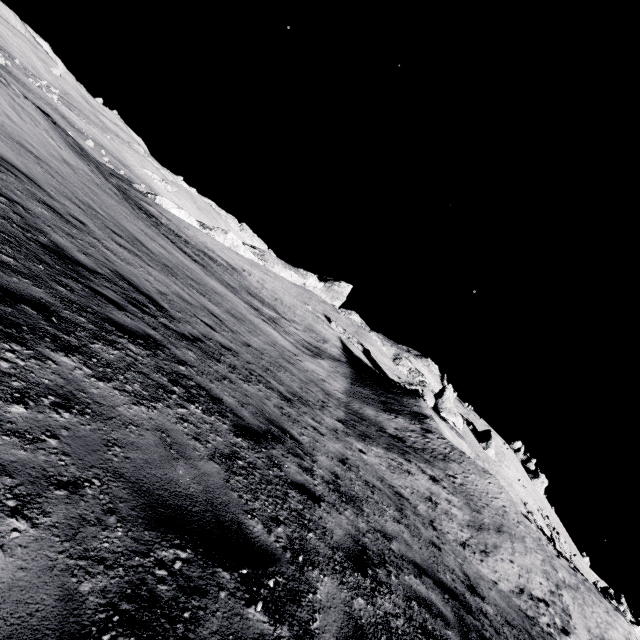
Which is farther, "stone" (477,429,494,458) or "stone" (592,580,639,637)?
"stone" (477,429,494,458)

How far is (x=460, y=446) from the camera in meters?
29.6

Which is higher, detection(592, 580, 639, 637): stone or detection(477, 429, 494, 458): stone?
detection(477, 429, 494, 458): stone

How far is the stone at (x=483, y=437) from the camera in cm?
4722

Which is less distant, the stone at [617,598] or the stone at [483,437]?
the stone at [617,598]

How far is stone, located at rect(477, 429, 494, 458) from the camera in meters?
47.2 m
